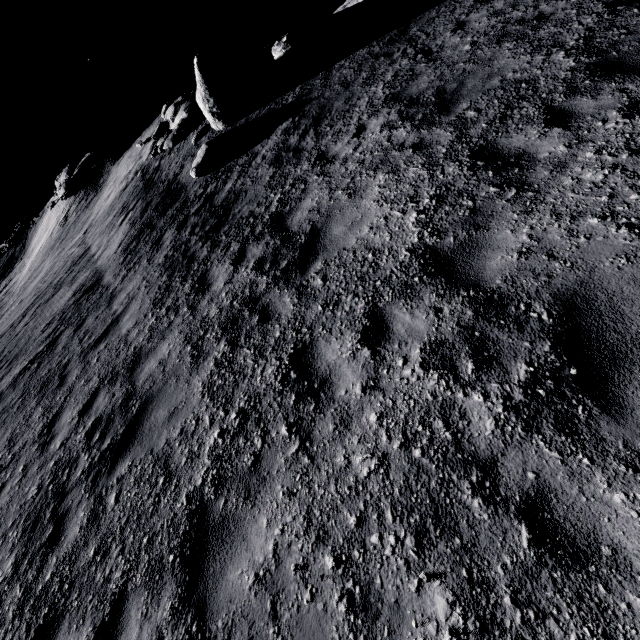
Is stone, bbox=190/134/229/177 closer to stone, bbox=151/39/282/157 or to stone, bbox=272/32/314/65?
stone, bbox=151/39/282/157

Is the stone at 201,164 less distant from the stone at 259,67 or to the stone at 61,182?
the stone at 259,67

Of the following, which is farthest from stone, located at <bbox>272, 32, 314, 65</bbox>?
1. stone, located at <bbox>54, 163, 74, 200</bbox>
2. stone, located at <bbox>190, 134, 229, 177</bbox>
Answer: stone, located at <bbox>54, 163, 74, 200</bbox>

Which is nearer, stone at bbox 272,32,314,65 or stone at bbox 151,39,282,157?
stone at bbox 151,39,282,157

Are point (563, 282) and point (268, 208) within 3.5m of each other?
no

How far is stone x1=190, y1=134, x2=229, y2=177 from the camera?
11.13m

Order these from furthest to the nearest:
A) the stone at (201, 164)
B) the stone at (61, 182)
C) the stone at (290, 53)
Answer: the stone at (61, 182)
the stone at (290, 53)
the stone at (201, 164)

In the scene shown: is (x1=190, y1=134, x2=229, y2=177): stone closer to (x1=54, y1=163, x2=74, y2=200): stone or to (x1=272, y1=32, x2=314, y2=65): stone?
(x1=272, y1=32, x2=314, y2=65): stone
